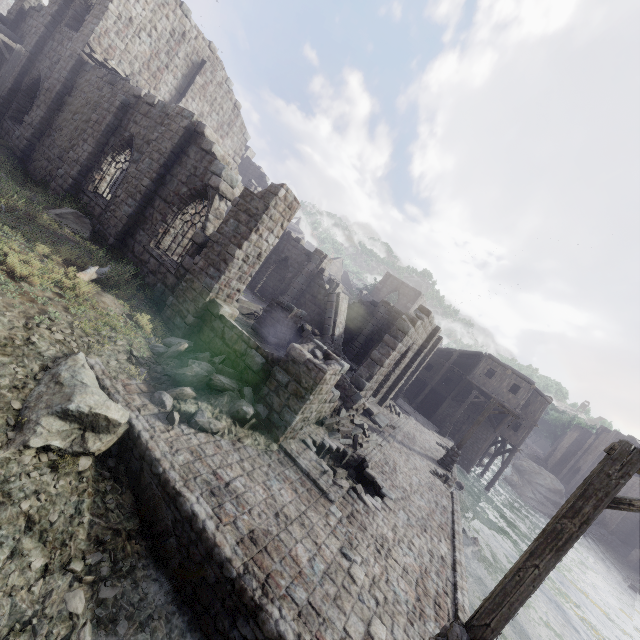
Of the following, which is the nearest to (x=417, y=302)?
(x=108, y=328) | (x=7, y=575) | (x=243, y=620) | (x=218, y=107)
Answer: (x=218, y=107)

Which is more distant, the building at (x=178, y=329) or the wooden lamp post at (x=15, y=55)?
the wooden lamp post at (x=15, y=55)

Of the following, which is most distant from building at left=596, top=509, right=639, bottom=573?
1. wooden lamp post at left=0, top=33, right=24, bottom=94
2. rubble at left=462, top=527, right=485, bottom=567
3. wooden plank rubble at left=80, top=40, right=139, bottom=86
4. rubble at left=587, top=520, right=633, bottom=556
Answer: rubble at left=462, top=527, right=485, bottom=567

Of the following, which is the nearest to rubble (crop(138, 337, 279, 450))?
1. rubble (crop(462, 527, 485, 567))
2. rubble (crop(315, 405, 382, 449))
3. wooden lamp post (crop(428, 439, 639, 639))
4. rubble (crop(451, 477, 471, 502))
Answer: rubble (crop(315, 405, 382, 449))

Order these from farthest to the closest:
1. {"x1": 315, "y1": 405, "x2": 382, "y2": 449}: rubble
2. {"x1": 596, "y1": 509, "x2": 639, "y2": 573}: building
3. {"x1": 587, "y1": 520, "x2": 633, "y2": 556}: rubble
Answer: {"x1": 587, "y1": 520, "x2": 633, "y2": 556}: rubble, {"x1": 596, "y1": 509, "x2": 639, "y2": 573}: building, {"x1": 315, "y1": 405, "x2": 382, "y2": 449}: rubble

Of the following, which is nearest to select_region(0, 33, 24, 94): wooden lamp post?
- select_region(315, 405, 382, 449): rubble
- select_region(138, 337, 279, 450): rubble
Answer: select_region(138, 337, 279, 450): rubble

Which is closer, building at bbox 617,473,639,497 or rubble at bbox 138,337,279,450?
rubble at bbox 138,337,279,450

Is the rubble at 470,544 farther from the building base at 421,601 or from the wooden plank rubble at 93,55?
the wooden plank rubble at 93,55
